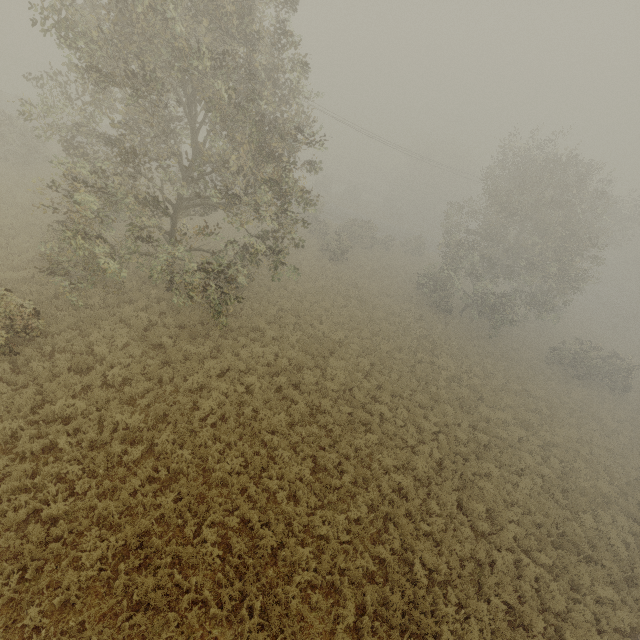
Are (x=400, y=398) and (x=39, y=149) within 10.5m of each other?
no
